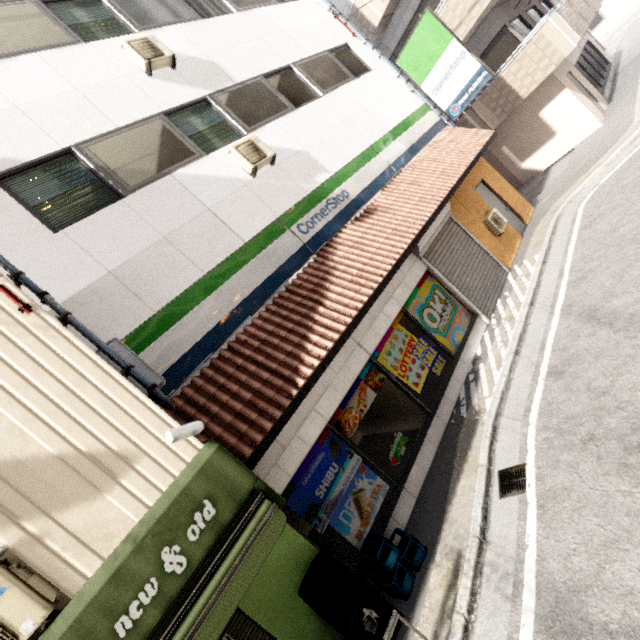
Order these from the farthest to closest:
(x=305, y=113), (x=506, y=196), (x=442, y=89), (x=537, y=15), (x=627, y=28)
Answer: (x=627, y=28), (x=537, y=15), (x=506, y=196), (x=442, y=89), (x=305, y=113)

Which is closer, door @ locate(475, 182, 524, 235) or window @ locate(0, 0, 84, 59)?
window @ locate(0, 0, 84, 59)

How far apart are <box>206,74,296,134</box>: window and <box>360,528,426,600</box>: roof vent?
7.7m

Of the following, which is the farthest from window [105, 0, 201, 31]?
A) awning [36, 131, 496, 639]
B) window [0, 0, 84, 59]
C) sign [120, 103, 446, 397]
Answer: awning [36, 131, 496, 639]

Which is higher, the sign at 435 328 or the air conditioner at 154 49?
the air conditioner at 154 49

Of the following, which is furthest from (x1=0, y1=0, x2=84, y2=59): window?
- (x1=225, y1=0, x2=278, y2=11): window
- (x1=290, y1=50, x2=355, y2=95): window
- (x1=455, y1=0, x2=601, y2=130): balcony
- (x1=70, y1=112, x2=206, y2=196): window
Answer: (x1=455, y1=0, x2=601, y2=130): balcony

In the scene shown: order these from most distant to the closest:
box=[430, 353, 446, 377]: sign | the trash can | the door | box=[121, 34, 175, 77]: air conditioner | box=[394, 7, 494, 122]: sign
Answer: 1. the door
2. box=[394, 7, 494, 122]: sign
3. box=[430, 353, 446, 377]: sign
4. box=[121, 34, 175, 77]: air conditioner
5. the trash can

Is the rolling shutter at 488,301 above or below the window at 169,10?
below
